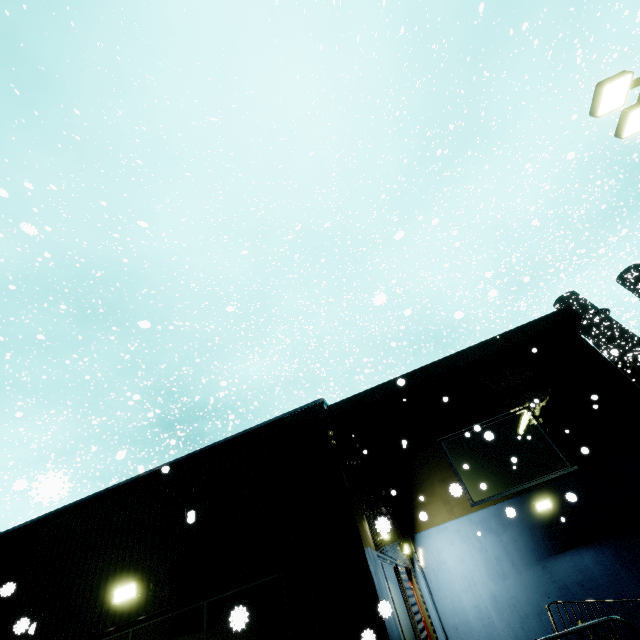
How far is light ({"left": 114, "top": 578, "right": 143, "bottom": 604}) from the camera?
5.8 meters

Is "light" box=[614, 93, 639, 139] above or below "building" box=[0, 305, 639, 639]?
above

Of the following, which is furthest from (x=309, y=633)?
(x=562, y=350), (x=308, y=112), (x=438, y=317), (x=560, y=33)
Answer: → (x=438, y=317)

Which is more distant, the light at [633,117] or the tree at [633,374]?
the tree at [633,374]

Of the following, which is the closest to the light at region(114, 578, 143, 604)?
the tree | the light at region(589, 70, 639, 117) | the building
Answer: the building

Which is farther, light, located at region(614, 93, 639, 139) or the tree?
the tree

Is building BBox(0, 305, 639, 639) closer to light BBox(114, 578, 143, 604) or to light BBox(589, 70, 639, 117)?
light BBox(114, 578, 143, 604)

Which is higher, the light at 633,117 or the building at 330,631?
the light at 633,117
